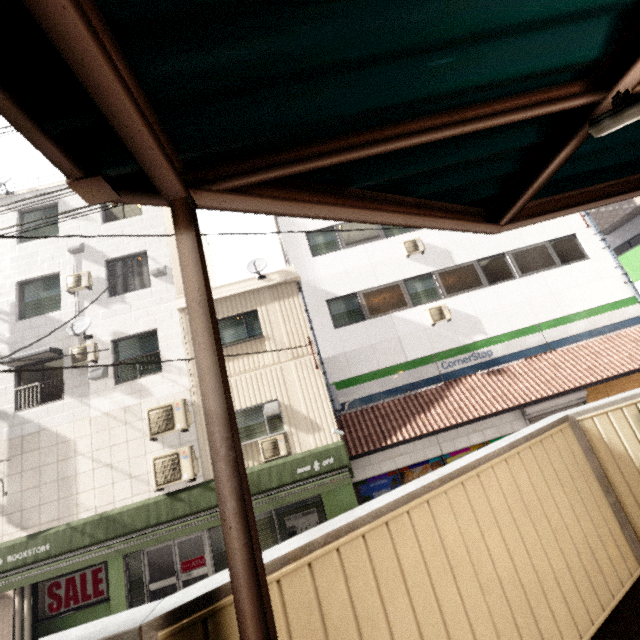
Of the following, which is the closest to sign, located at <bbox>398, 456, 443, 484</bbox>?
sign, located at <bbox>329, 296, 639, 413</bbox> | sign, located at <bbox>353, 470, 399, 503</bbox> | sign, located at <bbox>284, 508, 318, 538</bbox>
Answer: sign, located at <bbox>353, 470, 399, 503</bbox>

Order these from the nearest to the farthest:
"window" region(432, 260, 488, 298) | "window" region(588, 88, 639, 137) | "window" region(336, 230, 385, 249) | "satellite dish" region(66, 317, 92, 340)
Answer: "window" region(588, 88, 639, 137), "satellite dish" region(66, 317, 92, 340), "window" region(432, 260, 488, 298), "window" region(336, 230, 385, 249)

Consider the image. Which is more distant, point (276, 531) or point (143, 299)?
point (143, 299)

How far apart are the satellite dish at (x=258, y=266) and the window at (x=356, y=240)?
3.26m

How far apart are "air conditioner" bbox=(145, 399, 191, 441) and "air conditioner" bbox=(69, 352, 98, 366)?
2.3 meters

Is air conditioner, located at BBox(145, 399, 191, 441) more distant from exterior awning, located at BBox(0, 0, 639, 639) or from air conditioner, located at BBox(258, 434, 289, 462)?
exterior awning, located at BBox(0, 0, 639, 639)

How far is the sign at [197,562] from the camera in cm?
924

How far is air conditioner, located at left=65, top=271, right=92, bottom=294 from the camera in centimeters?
1063cm
